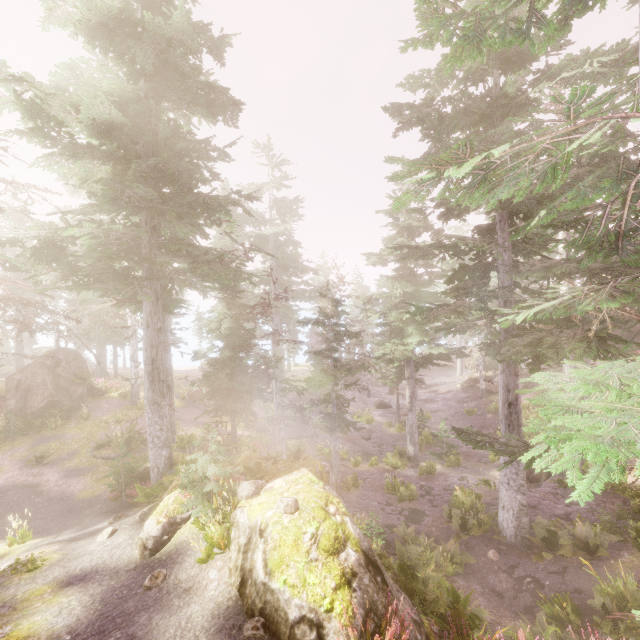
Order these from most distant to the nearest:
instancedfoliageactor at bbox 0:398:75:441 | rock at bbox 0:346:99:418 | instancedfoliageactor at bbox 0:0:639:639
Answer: rock at bbox 0:346:99:418
instancedfoliageactor at bbox 0:398:75:441
instancedfoliageactor at bbox 0:0:639:639

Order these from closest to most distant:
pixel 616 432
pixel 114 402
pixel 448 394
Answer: pixel 616 432 → pixel 114 402 → pixel 448 394

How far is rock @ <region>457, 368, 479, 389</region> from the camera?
37.1m

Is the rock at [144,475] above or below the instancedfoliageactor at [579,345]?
below

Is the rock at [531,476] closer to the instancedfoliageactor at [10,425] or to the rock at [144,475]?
the instancedfoliageactor at [10,425]

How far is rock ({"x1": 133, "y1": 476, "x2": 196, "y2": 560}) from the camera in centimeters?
805cm

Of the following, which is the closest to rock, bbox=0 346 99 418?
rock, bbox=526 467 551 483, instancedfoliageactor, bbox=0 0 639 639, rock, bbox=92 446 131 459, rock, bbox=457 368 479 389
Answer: instancedfoliageactor, bbox=0 0 639 639
